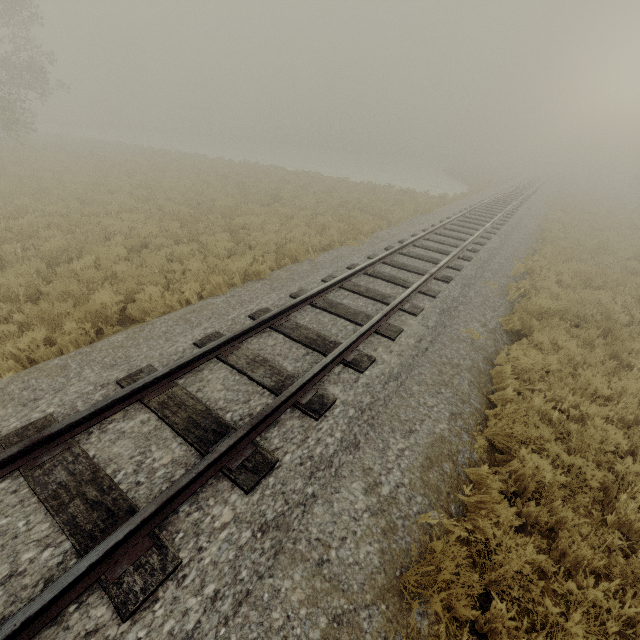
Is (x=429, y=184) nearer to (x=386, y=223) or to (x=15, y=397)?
(x=386, y=223)
